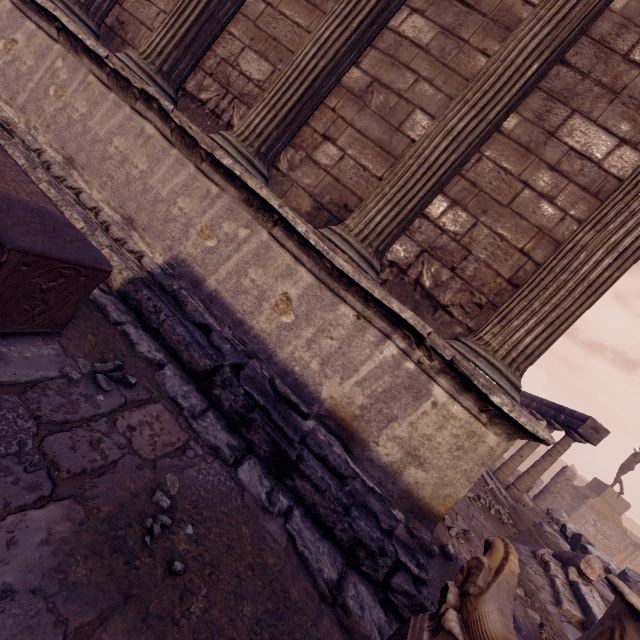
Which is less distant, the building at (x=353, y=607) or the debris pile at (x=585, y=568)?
the building at (x=353, y=607)

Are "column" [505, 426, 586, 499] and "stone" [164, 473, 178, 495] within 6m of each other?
no

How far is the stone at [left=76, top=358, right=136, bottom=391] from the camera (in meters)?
1.81

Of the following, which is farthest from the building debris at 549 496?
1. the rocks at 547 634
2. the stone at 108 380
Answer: the stone at 108 380

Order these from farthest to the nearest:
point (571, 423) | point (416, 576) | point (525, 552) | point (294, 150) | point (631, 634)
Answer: point (571, 423), point (525, 552), point (294, 150), point (416, 576), point (631, 634)

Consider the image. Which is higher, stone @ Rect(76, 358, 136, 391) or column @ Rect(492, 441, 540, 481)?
column @ Rect(492, 441, 540, 481)

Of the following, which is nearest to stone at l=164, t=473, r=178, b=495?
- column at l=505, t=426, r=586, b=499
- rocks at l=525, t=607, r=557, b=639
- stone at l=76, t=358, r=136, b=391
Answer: stone at l=76, t=358, r=136, b=391

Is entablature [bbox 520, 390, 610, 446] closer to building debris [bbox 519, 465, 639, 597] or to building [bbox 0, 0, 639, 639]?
building debris [bbox 519, 465, 639, 597]
